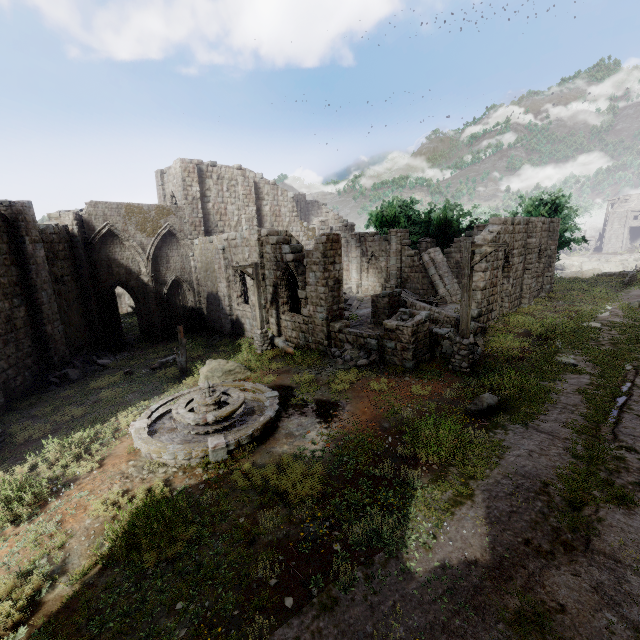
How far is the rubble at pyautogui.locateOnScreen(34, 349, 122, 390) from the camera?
15.4 meters

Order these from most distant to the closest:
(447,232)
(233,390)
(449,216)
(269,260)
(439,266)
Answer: (447,232) → (449,216) → (439,266) → (269,260) → (233,390)

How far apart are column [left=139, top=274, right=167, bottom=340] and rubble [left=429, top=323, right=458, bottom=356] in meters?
19.4 m

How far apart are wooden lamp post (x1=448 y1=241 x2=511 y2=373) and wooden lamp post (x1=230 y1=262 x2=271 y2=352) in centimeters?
837cm

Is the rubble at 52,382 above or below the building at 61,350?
below

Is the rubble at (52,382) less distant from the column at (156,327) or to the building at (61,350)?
the building at (61,350)

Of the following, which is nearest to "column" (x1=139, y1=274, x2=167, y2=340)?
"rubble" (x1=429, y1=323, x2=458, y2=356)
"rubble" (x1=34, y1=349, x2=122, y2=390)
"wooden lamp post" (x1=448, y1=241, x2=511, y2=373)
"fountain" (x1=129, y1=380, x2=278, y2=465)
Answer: "rubble" (x1=34, y1=349, x2=122, y2=390)

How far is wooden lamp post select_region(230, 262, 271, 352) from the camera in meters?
16.2 m
